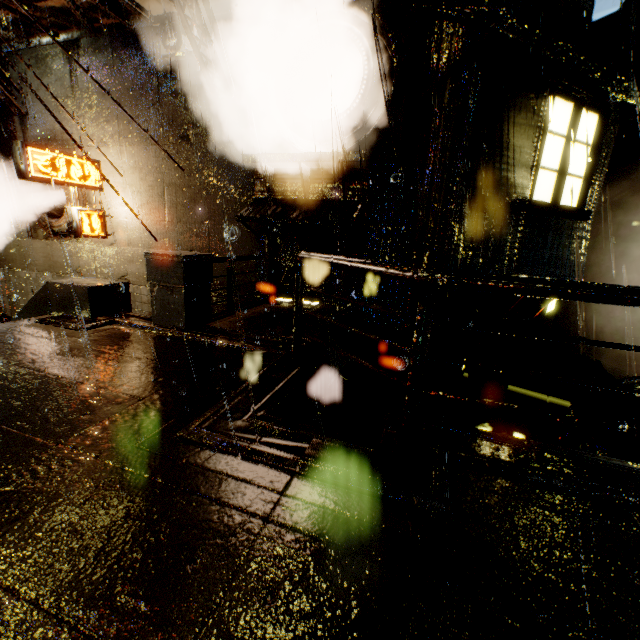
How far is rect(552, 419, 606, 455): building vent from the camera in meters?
7.6 m

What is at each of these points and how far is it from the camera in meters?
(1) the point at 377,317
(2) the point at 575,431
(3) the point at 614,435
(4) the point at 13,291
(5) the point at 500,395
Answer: (1) building, 7.8 m
(2) building vent, 8.4 m
(3) building, 3.9 m
(4) building, 11.8 m
(5) building, 4.8 m

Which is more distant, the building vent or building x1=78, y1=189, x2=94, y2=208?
building x1=78, y1=189, x2=94, y2=208

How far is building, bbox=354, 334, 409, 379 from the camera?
6.7m

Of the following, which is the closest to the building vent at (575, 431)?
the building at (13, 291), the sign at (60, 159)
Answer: the building at (13, 291)

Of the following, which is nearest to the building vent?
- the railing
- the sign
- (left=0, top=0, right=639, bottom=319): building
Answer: (left=0, top=0, right=639, bottom=319): building

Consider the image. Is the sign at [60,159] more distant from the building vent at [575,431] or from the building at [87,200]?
the building vent at [575,431]
